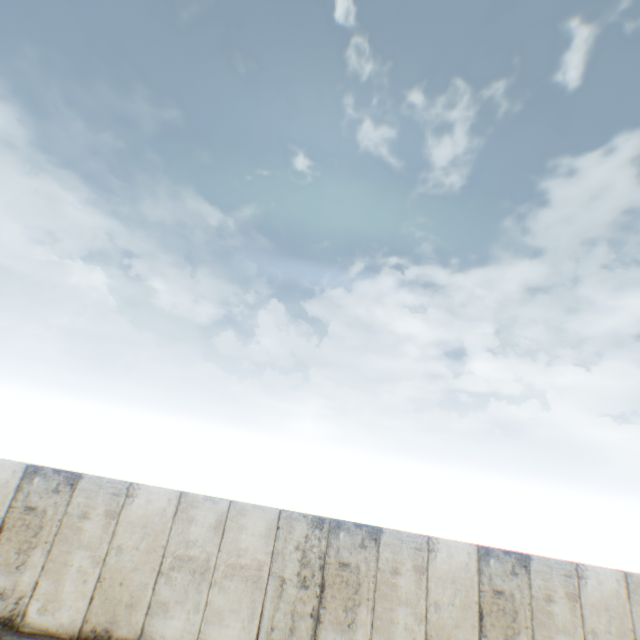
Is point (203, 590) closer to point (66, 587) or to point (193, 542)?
point (193, 542)
